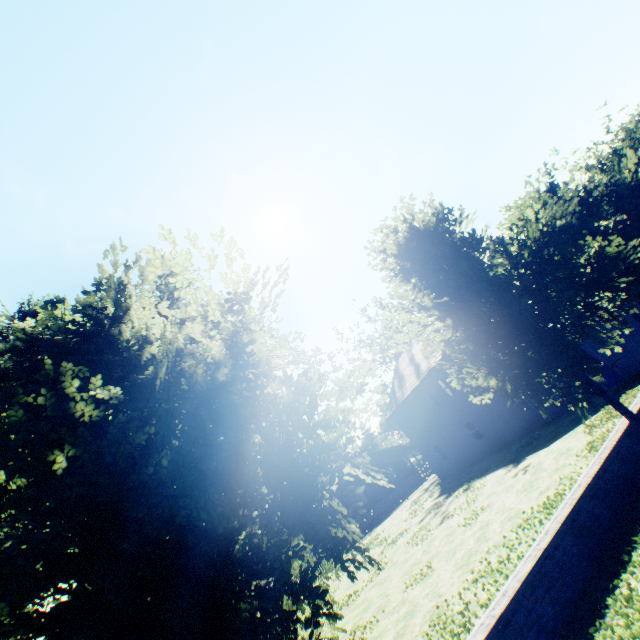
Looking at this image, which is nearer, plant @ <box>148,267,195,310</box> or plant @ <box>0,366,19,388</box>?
plant @ <box>0,366,19,388</box>

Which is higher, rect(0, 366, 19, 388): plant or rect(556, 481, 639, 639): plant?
rect(0, 366, 19, 388): plant

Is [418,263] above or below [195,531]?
above

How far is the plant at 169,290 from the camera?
32.23m

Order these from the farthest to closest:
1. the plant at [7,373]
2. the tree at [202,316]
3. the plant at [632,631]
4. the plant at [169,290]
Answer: the plant at [169,290] < the plant at [7,373] < the plant at [632,631] < the tree at [202,316]

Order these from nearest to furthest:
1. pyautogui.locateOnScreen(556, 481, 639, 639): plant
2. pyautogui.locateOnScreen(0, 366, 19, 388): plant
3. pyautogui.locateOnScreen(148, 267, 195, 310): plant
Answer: pyautogui.locateOnScreen(556, 481, 639, 639): plant
pyautogui.locateOnScreen(0, 366, 19, 388): plant
pyautogui.locateOnScreen(148, 267, 195, 310): plant

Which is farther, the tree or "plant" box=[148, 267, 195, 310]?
"plant" box=[148, 267, 195, 310]

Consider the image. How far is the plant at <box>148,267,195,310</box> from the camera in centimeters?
3223cm
